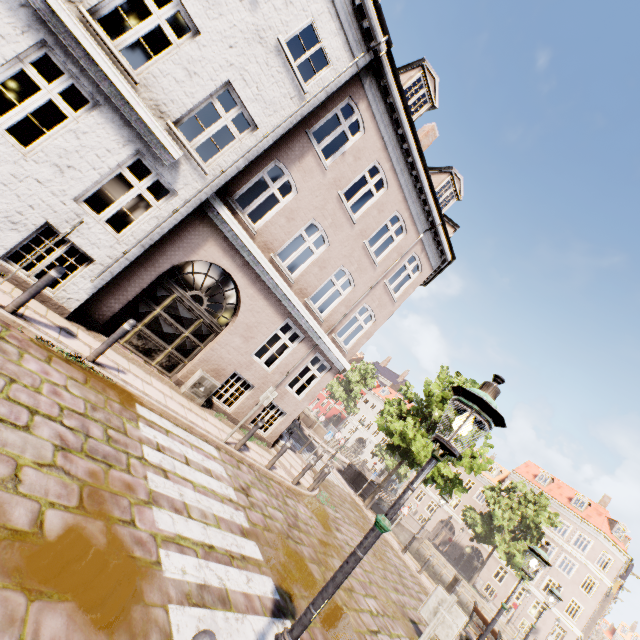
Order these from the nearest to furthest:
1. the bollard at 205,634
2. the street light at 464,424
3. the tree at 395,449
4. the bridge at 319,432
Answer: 1. the bollard at 205,634
2. the street light at 464,424
3. the tree at 395,449
4. the bridge at 319,432

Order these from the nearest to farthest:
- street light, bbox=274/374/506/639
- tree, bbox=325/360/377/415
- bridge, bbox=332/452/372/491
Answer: street light, bbox=274/374/506/639 < bridge, bbox=332/452/372/491 < tree, bbox=325/360/377/415

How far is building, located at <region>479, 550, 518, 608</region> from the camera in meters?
36.0 m

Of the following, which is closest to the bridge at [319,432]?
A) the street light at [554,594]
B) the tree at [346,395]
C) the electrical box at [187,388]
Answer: the tree at [346,395]

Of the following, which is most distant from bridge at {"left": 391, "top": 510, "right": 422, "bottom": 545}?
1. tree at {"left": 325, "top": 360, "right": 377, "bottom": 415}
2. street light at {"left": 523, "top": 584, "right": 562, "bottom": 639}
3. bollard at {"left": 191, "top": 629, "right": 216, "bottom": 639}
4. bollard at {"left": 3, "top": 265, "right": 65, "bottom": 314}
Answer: bollard at {"left": 191, "top": 629, "right": 216, "bottom": 639}

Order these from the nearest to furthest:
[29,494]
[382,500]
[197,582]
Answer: [29,494] < [197,582] < [382,500]

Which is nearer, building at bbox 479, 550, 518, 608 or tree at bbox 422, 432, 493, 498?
tree at bbox 422, 432, 493, 498

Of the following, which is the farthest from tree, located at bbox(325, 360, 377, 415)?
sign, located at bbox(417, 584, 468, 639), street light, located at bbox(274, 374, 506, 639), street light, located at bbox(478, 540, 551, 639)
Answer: sign, located at bbox(417, 584, 468, 639)
